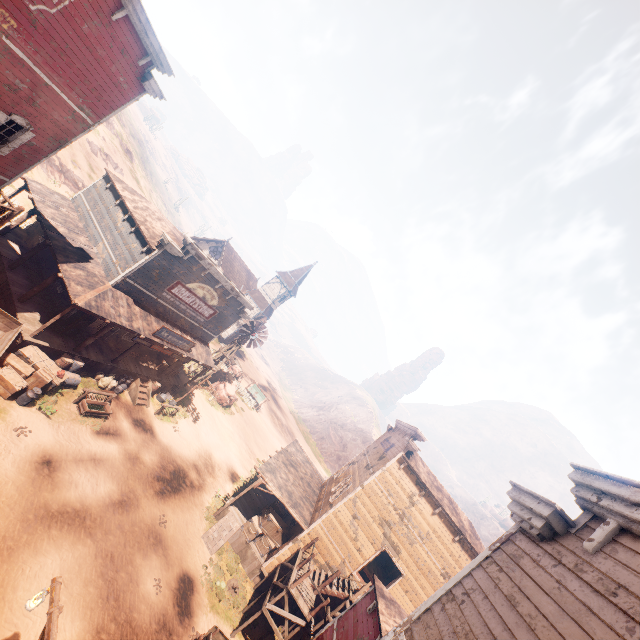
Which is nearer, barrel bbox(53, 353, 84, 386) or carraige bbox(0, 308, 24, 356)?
carraige bbox(0, 308, 24, 356)

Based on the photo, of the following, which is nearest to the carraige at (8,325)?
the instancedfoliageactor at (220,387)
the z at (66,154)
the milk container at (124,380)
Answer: the z at (66,154)

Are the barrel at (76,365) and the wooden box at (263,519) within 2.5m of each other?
no

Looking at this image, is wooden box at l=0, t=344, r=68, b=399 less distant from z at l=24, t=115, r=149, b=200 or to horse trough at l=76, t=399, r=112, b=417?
z at l=24, t=115, r=149, b=200

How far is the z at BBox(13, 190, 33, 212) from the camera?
23.8m

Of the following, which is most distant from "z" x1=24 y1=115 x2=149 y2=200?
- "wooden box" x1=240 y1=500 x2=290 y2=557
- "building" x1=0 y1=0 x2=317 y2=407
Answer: "wooden box" x1=240 y1=500 x2=290 y2=557

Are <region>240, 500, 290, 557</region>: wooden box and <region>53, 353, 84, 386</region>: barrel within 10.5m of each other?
no

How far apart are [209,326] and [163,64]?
15.9m
